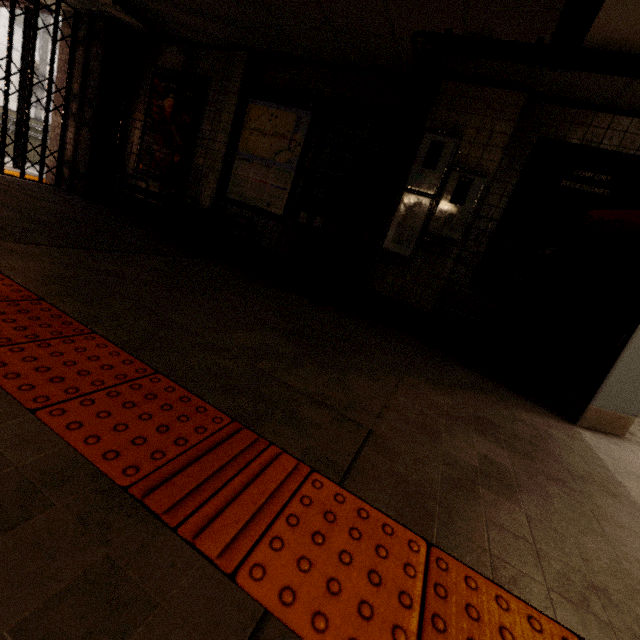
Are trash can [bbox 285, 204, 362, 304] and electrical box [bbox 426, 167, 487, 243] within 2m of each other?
yes

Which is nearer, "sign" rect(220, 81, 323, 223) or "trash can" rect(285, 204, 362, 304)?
"trash can" rect(285, 204, 362, 304)

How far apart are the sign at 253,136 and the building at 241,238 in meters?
0.0 m

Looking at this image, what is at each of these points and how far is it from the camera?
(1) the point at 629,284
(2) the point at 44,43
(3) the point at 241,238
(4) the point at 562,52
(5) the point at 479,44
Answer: (1) ticket machine, 2.72m
(2) utility pole, 10.45m
(3) building, 5.25m
(4) sign, 2.18m
(5) pipe, 2.99m

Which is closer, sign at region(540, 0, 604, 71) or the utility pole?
sign at region(540, 0, 604, 71)

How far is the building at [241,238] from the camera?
5.2 meters

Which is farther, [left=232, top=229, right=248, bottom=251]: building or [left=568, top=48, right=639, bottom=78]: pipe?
[left=232, top=229, right=248, bottom=251]: building

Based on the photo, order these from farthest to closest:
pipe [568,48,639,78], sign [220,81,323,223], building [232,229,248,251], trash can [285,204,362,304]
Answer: building [232,229,248,251] < sign [220,81,323,223] < trash can [285,204,362,304] < pipe [568,48,639,78]
